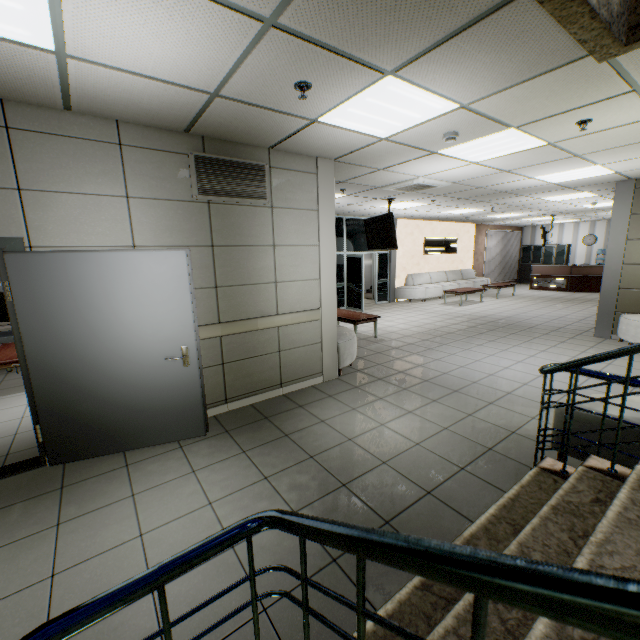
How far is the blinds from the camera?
16.78m

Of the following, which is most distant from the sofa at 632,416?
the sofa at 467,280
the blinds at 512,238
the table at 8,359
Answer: the blinds at 512,238

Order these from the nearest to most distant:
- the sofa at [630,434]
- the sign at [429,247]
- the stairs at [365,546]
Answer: the stairs at [365,546] → the sofa at [630,434] → the sign at [429,247]

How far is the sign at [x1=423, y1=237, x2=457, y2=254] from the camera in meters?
13.8

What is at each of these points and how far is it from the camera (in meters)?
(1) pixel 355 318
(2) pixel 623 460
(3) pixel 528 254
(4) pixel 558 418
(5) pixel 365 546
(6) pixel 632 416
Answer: (1) table, 7.32
(2) sofa, 2.57
(3) cabinet, 18.23
(4) sofa, 2.91
(5) stairs, 0.72
(6) sofa, 2.57

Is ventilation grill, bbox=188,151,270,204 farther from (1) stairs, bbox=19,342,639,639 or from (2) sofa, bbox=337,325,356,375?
(1) stairs, bbox=19,342,639,639

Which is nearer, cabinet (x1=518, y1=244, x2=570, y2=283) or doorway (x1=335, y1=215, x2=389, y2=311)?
doorway (x1=335, y1=215, x2=389, y2=311)

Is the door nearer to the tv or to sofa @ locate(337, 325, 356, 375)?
sofa @ locate(337, 325, 356, 375)
